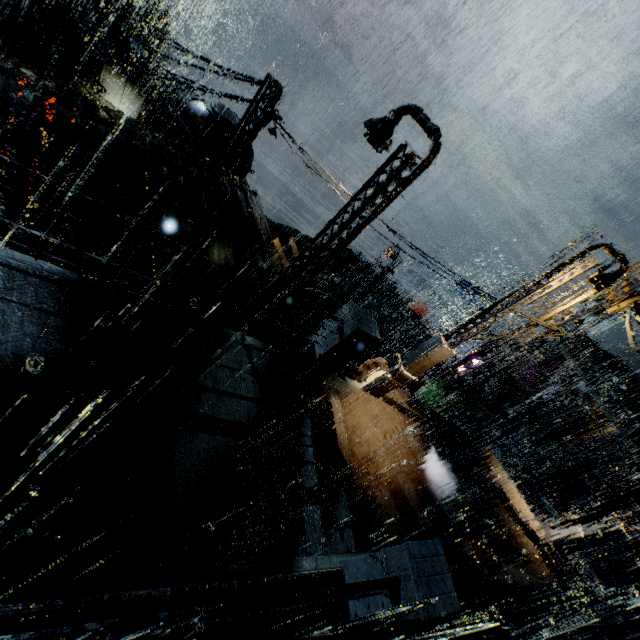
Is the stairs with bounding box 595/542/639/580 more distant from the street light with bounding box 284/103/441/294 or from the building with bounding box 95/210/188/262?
the street light with bounding box 284/103/441/294

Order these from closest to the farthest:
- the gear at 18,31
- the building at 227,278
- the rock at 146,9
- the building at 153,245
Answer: the building at 153,245 < the building at 227,278 < the gear at 18,31 < the rock at 146,9

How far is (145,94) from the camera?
31.1m

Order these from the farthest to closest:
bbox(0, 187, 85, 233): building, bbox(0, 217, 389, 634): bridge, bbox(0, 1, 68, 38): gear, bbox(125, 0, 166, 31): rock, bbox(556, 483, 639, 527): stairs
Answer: bbox(125, 0, 166, 31): rock
bbox(0, 1, 68, 38): gear
bbox(556, 483, 639, 527): stairs
bbox(0, 187, 85, 233): building
bbox(0, 217, 389, 634): bridge

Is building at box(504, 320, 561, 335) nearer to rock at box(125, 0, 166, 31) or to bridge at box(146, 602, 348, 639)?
bridge at box(146, 602, 348, 639)

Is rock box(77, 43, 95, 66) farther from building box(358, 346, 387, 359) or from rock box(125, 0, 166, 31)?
rock box(125, 0, 166, 31)

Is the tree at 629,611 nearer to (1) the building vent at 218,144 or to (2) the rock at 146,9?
(1) the building vent at 218,144

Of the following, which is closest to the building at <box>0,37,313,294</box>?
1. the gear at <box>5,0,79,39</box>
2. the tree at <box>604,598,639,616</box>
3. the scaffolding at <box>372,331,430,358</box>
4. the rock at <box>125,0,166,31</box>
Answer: the scaffolding at <box>372,331,430,358</box>
